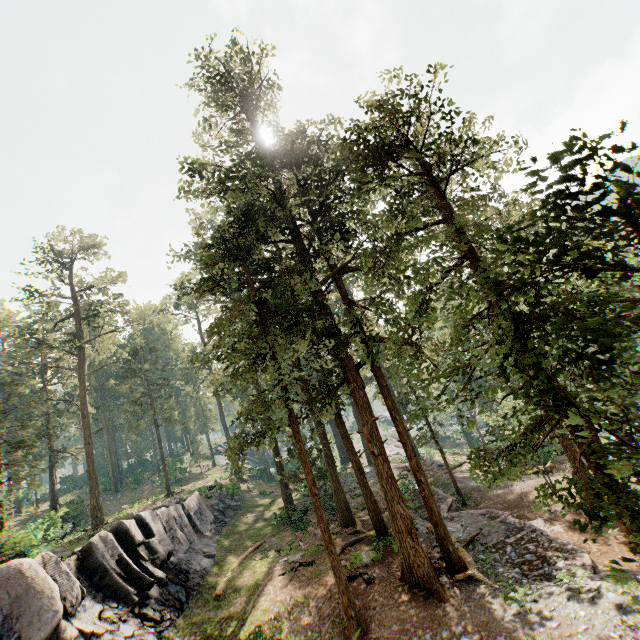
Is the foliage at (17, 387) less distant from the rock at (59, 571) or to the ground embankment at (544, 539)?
the ground embankment at (544, 539)

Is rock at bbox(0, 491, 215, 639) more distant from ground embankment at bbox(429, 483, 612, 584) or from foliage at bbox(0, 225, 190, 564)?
ground embankment at bbox(429, 483, 612, 584)

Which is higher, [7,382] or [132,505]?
[7,382]

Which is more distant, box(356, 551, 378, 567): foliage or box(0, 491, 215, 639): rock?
box(356, 551, 378, 567): foliage

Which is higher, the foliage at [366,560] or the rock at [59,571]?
the rock at [59,571]

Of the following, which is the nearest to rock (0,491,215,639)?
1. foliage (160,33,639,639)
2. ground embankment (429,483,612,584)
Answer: foliage (160,33,639,639)

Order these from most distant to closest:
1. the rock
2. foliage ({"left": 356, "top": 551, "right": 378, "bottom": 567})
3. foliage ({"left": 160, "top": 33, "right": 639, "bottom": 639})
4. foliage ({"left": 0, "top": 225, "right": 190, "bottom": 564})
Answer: foliage ({"left": 0, "top": 225, "right": 190, "bottom": 564}), foliage ({"left": 356, "top": 551, "right": 378, "bottom": 567}), the rock, foliage ({"left": 160, "top": 33, "right": 639, "bottom": 639})
